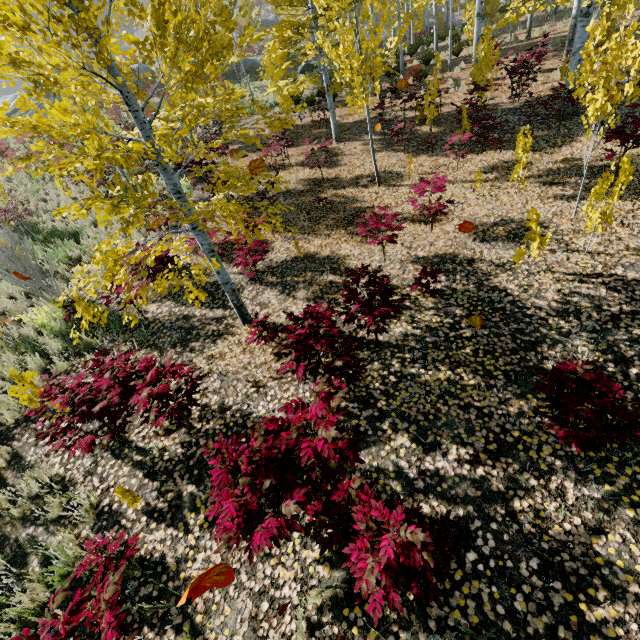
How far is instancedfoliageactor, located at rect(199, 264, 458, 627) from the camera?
2.4m

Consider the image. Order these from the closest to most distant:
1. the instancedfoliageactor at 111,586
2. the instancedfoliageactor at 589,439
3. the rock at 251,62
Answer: the instancedfoliageactor at 111,586 → the instancedfoliageactor at 589,439 → the rock at 251,62

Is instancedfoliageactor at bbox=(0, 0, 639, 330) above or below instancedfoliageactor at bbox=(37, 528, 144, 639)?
above

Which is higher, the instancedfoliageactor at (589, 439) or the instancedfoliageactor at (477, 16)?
the instancedfoliageactor at (477, 16)

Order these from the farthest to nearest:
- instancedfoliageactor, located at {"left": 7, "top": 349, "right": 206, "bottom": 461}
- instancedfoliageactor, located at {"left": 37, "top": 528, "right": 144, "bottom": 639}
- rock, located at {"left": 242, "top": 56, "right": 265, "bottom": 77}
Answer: rock, located at {"left": 242, "top": 56, "right": 265, "bottom": 77}
instancedfoliageactor, located at {"left": 7, "top": 349, "right": 206, "bottom": 461}
instancedfoliageactor, located at {"left": 37, "top": 528, "right": 144, "bottom": 639}

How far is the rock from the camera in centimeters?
2773cm

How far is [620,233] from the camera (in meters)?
5.59
